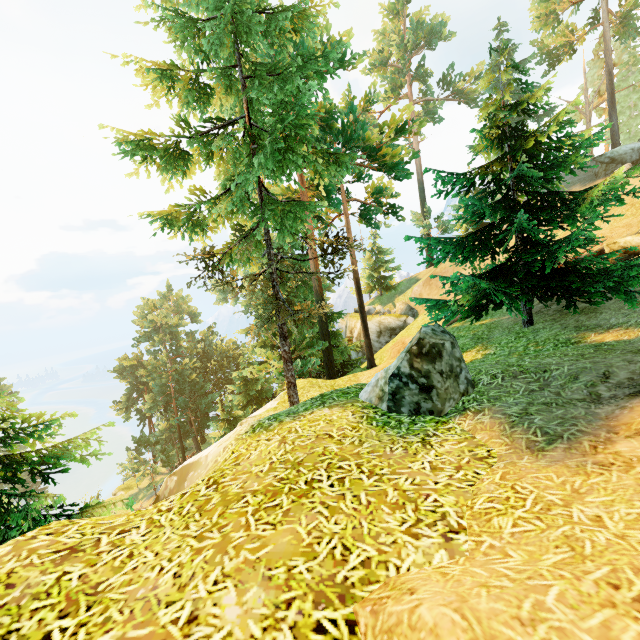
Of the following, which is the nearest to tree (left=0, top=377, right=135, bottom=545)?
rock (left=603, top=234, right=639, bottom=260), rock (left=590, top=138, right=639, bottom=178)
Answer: rock (left=603, top=234, right=639, bottom=260)

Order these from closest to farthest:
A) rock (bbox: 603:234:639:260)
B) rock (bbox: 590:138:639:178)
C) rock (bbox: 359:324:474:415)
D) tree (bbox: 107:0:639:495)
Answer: rock (bbox: 359:324:474:415) → tree (bbox: 107:0:639:495) → rock (bbox: 603:234:639:260) → rock (bbox: 590:138:639:178)

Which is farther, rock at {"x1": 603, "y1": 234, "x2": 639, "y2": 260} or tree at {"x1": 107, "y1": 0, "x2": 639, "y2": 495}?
rock at {"x1": 603, "y1": 234, "x2": 639, "y2": 260}

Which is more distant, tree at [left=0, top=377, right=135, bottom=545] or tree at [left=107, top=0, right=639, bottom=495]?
tree at [left=107, top=0, right=639, bottom=495]

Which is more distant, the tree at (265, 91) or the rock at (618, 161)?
the rock at (618, 161)

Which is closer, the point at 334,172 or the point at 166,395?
the point at 334,172

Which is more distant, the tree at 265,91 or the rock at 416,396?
the tree at 265,91

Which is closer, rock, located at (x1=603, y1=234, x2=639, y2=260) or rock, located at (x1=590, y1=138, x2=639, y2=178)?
rock, located at (x1=603, y1=234, x2=639, y2=260)
